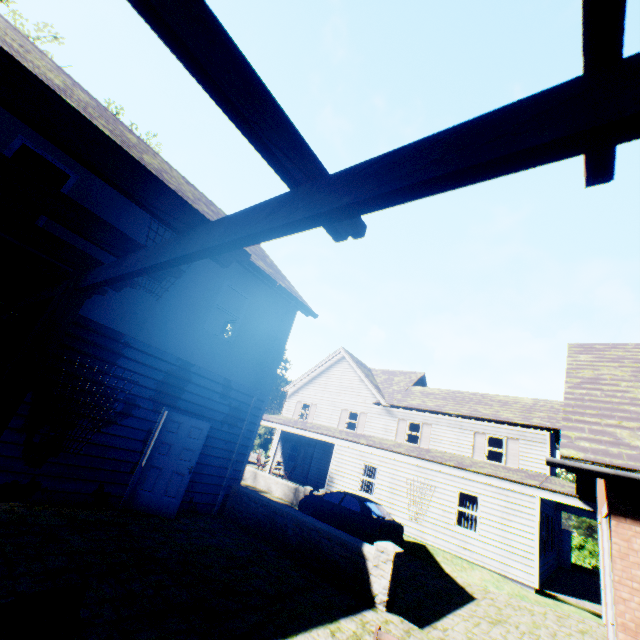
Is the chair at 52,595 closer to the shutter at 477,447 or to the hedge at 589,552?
the shutter at 477,447

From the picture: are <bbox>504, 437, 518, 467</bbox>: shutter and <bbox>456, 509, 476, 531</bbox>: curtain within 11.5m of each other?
yes

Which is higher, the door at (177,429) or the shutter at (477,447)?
the shutter at (477,447)

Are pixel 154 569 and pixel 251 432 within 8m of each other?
yes

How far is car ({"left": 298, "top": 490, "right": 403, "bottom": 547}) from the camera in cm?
→ 1194

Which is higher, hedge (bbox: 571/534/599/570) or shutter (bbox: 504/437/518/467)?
shutter (bbox: 504/437/518/467)

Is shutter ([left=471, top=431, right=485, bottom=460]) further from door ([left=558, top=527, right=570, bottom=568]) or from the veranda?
the veranda

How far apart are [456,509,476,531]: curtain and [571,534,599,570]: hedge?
32.6 meters
